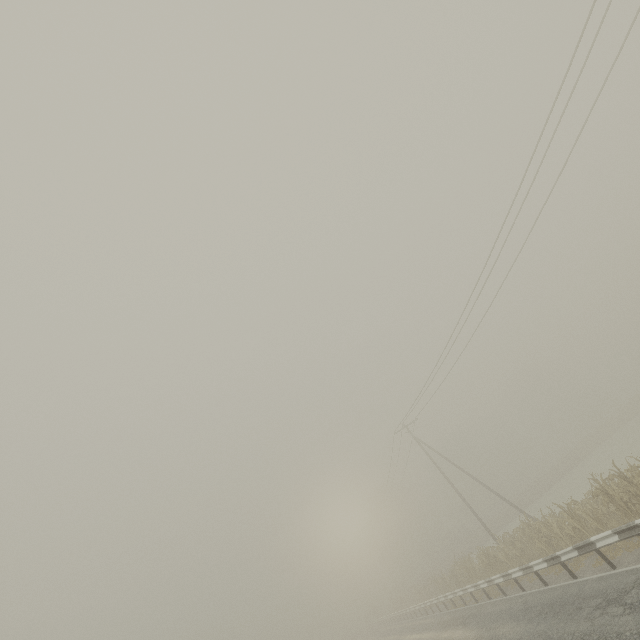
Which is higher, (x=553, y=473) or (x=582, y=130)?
(x=582, y=130)

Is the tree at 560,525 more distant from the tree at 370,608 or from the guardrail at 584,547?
the tree at 370,608

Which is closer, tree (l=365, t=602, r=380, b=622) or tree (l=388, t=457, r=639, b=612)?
tree (l=388, t=457, r=639, b=612)

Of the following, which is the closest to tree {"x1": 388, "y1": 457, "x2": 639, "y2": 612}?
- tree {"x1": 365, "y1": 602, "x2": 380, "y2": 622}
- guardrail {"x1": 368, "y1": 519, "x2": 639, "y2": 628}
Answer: guardrail {"x1": 368, "y1": 519, "x2": 639, "y2": 628}

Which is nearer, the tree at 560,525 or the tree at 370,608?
→ the tree at 560,525

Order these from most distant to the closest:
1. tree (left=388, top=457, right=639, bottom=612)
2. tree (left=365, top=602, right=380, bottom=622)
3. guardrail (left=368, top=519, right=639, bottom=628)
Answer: tree (left=365, top=602, right=380, bottom=622)
tree (left=388, top=457, right=639, bottom=612)
guardrail (left=368, top=519, right=639, bottom=628)
